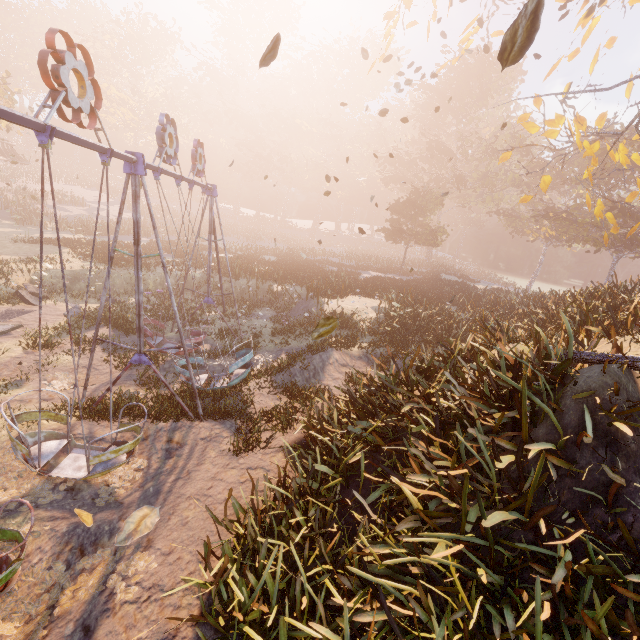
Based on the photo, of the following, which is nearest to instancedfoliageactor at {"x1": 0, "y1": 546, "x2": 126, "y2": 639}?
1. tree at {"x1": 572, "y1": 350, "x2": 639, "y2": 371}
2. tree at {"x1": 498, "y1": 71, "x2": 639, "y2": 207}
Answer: tree at {"x1": 572, "y1": 350, "x2": 639, "y2": 371}

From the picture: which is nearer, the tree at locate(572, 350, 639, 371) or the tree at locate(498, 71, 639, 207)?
the tree at locate(572, 350, 639, 371)

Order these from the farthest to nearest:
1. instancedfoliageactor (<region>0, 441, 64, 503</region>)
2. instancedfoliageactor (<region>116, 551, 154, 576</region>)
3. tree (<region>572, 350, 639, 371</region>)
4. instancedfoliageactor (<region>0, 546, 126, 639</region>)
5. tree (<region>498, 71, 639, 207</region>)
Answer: tree (<region>498, 71, 639, 207</region>) < instancedfoliageactor (<region>0, 441, 64, 503</region>) < instancedfoliageactor (<region>116, 551, 154, 576</region>) < instancedfoliageactor (<region>0, 546, 126, 639</region>) < tree (<region>572, 350, 639, 371</region>)

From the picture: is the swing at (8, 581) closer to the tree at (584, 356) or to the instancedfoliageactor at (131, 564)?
the instancedfoliageactor at (131, 564)

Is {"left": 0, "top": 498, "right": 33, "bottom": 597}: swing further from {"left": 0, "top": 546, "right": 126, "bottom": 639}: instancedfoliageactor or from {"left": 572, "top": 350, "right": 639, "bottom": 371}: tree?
{"left": 572, "top": 350, "right": 639, "bottom": 371}: tree

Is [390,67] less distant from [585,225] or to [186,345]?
[585,225]

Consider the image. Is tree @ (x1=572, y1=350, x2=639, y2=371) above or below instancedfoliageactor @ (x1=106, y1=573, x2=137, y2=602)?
above

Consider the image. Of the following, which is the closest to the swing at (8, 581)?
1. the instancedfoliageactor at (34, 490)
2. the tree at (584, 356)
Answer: the instancedfoliageactor at (34, 490)
